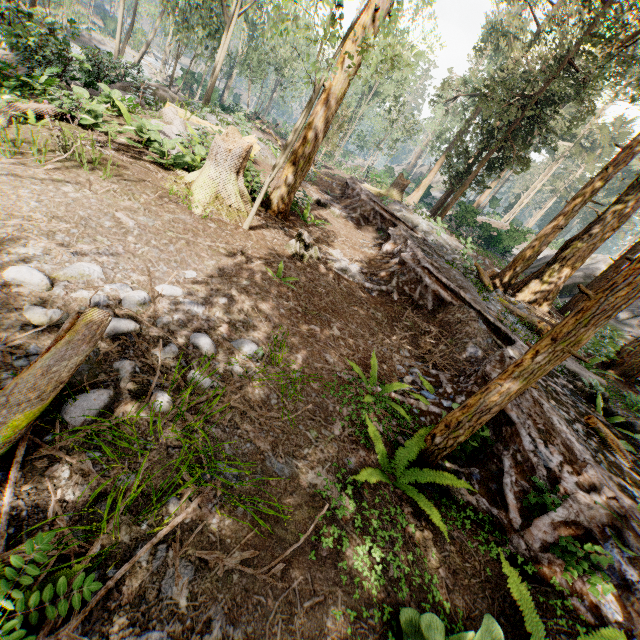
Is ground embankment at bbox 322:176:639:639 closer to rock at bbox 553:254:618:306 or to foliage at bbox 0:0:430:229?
foliage at bbox 0:0:430:229

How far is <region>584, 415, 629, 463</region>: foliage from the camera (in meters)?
4.81

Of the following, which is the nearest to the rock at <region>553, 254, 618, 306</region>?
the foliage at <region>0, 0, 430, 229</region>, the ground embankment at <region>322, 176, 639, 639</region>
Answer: the foliage at <region>0, 0, 430, 229</region>

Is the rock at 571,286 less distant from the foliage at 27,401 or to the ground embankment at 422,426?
the foliage at 27,401

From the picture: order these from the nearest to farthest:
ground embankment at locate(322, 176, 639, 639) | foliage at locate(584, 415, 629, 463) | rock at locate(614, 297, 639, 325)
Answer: ground embankment at locate(322, 176, 639, 639) → foliage at locate(584, 415, 629, 463) → rock at locate(614, 297, 639, 325)

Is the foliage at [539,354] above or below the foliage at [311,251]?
above

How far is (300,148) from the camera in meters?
9.8
